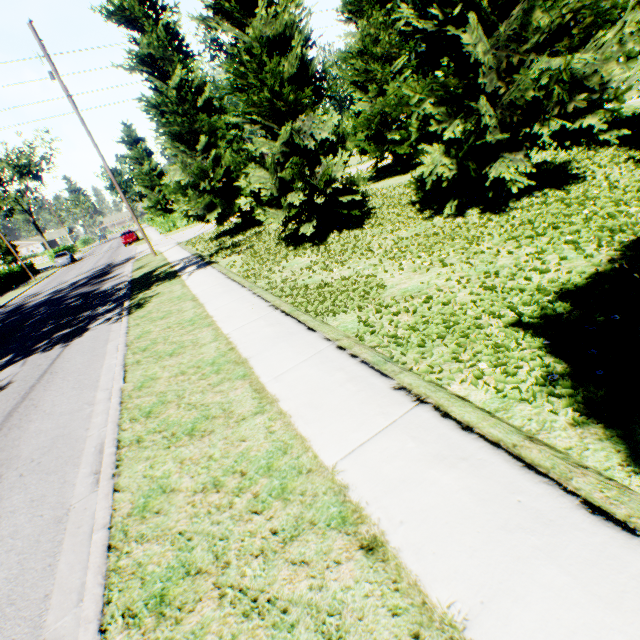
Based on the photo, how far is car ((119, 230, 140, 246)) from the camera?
37.88m

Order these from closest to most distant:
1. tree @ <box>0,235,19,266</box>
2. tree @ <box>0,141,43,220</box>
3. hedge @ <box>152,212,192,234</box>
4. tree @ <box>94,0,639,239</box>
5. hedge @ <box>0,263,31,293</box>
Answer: tree @ <box>94,0,639,239</box> → hedge @ <box>0,263,31,293</box> → hedge @ <box>152,212,192,234</box> → tree @ <box>0,235,19,266</box> → tree @ <box>0,141,43,220</box>

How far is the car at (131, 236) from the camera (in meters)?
37.88

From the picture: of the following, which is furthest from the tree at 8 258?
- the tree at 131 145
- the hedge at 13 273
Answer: the tree at 131 145

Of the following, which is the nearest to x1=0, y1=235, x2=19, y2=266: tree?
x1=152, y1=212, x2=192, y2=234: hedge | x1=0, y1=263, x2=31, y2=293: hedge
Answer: x1=0, y1=263, x2=31, y2=293: hedge

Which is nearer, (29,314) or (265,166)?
(265,166)

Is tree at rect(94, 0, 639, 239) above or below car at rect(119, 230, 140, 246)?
above

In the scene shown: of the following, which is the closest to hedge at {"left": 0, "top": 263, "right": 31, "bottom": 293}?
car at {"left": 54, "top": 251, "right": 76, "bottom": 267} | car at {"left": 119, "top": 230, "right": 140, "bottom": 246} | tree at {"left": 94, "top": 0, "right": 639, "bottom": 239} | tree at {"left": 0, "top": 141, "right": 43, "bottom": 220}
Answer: car at {"left": 54, "top": 251, "right": 76, "bottom": 267}
